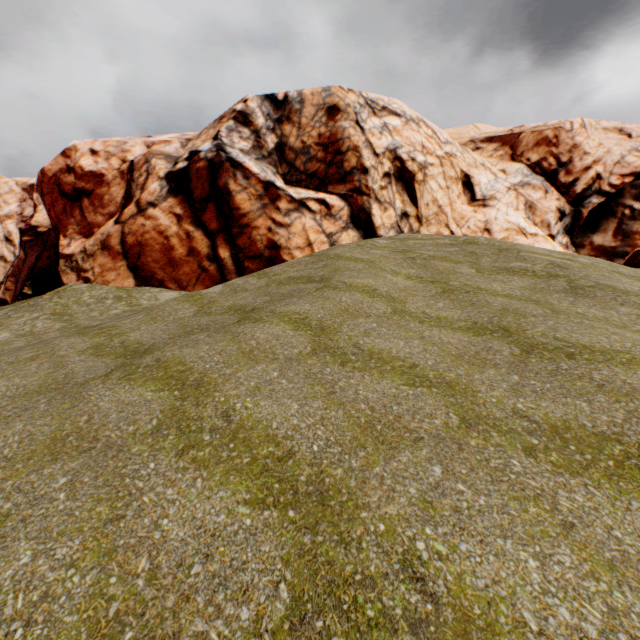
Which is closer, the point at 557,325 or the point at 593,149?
the point at 557,325
